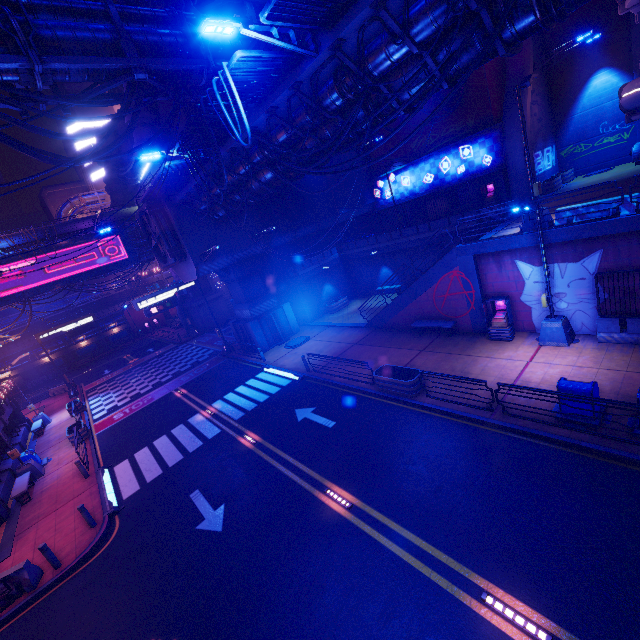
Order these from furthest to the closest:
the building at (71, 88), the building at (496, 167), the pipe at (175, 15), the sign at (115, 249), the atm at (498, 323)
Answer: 1. the building at (71, 88)
2. the sign at (115, 249)
3. the building at (496, 167)
4. the atm at (498, 323)
5. the pipe at (175, 15)

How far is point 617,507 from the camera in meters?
7.3

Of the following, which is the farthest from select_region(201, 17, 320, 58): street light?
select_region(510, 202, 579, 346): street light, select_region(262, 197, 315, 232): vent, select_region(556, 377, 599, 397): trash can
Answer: select_region(262, 197, 315, 232): vent

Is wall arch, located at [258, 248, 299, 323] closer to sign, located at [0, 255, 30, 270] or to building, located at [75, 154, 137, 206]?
sign, located at [0, 255, 30, 270]

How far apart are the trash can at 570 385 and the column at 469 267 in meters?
6.0

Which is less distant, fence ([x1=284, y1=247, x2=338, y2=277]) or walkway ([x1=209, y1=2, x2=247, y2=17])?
walkway ([x1=209, y1=2, x2=247, y2=17])

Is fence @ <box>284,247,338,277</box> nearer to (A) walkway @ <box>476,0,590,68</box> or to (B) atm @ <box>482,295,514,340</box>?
(A) walkway @ <box>476,0,590,68</box>

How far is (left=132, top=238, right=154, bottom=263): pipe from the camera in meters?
37.9
